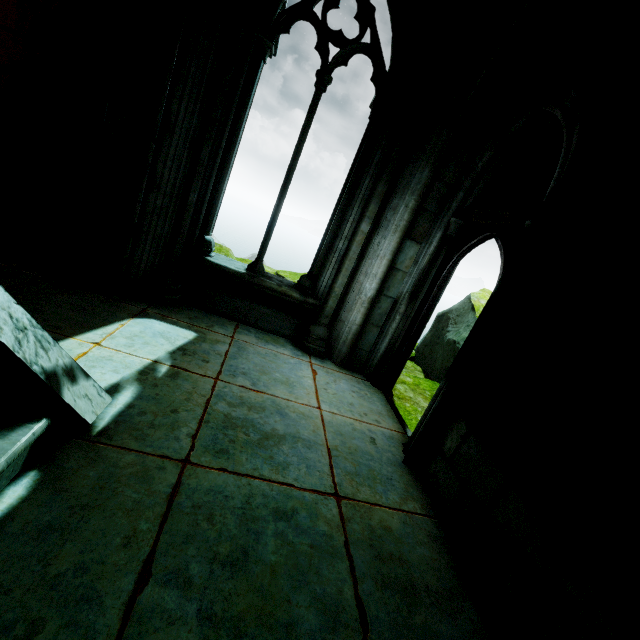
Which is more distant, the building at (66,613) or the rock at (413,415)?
the rock at (413,415)

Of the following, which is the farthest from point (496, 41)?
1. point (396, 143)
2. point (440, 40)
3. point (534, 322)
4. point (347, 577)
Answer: point (347, 577)

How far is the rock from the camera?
A: 4.7 meters

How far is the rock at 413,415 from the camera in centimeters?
469cm

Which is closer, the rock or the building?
the building
